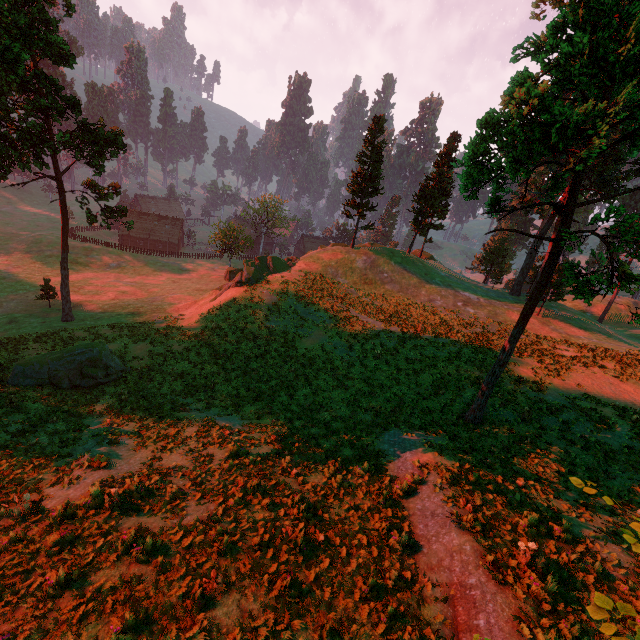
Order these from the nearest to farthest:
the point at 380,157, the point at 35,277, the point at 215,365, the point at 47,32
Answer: the point at 47,32
the point at 215,365
the point at 380,157
the point at 35,277

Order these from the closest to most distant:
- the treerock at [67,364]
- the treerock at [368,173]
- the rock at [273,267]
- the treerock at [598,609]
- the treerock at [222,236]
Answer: the treerock at [598,609] < the treerock at [67,364] < the rock at [273,267] < the treerock at [368,173] < the treerock at [222,236]

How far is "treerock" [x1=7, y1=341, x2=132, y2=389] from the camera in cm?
2073

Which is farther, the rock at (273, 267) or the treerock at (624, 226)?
the rock at (273, 267)

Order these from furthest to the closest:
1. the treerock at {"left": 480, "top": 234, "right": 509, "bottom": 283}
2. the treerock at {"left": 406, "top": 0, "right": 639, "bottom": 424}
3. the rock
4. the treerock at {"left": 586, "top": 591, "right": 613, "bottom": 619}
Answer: the treerock at {"left": 480, "top": 234, "right": 509, "bottom": 283} → the rock → the treerock at {"left": 406, "top": 0, "right": 639, "bottom": 424} → the treerock at {"left": 586, "top": 591, "right": 613, "bottom": 619}

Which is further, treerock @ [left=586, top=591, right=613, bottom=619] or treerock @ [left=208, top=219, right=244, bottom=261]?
treerock @ [left=208, top=219, right=244, bottom=261]

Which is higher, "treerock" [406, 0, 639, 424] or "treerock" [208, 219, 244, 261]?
"treerock" [406, 0, 639, 424]
